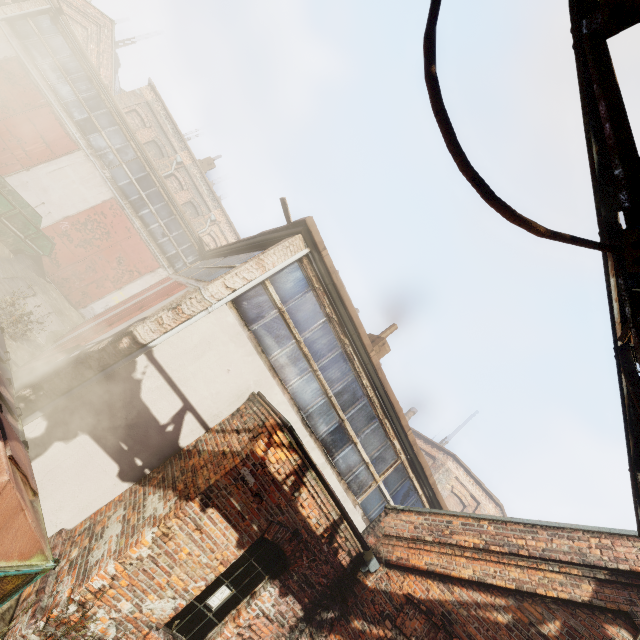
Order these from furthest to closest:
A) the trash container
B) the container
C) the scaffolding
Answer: the container → the trash container → the scaffolding

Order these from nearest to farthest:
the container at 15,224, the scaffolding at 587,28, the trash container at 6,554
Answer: the scaffolding at 587,28 < the trash container at 6,554 < the container at 15,224

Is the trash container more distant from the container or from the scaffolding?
the container

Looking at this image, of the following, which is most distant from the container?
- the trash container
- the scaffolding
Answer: the scaffolding

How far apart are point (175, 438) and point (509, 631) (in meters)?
5.89

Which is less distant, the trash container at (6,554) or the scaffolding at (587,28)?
the scaffolding at (587,28)

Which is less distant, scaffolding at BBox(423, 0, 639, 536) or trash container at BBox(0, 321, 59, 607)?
scaffolding at BBox(423, 0, 639, 536)
